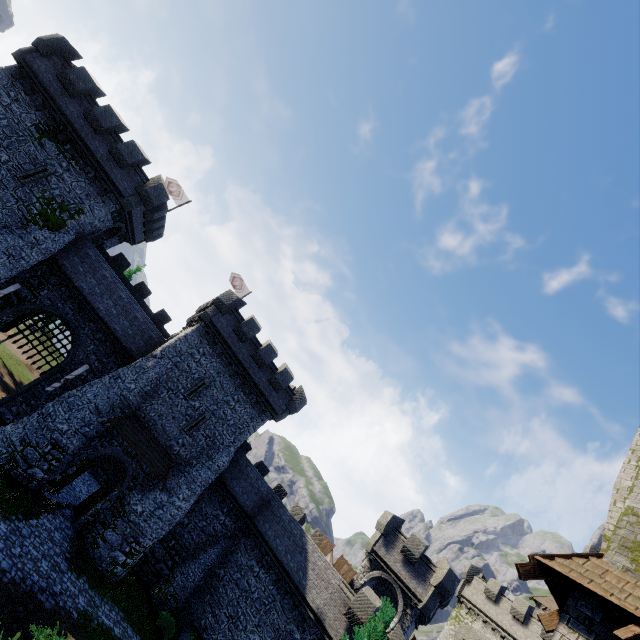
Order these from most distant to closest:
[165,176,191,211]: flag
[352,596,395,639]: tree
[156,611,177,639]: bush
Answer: [165,176,191,211]: flag < [156,611,177,639]: bush < [352,596,395,639]: tree

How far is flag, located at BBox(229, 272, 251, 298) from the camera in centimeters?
3456cm

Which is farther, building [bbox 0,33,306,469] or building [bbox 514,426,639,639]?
building [bbox 0,33,306,469]

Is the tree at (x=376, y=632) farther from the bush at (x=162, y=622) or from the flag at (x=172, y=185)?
the flag at (x=172, y=185)

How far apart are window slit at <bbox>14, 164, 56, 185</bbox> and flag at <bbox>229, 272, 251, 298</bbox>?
16.13m

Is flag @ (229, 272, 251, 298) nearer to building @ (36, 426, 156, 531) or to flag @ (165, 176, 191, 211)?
building @ (36, 426, 156, 531)

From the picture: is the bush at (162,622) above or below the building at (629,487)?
below

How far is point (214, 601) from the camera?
23.2m
